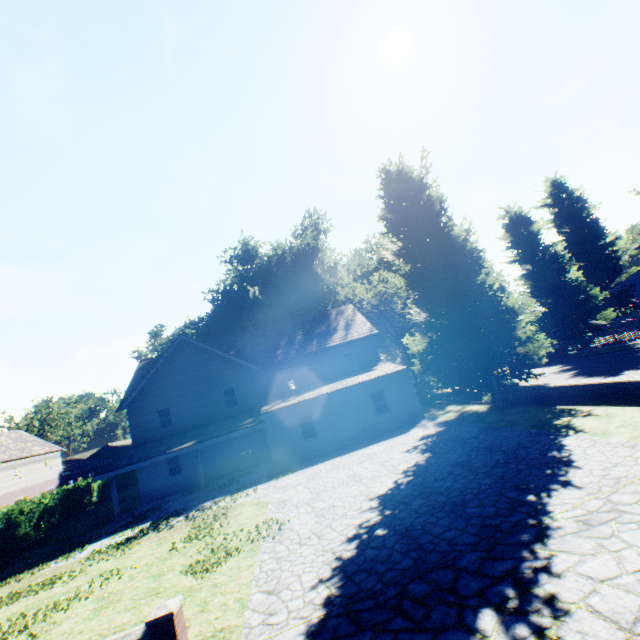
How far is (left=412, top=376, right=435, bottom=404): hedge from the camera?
26.3 meters

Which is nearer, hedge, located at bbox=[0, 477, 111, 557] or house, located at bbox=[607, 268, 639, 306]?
hedge, located at bbox=[0, 477, 111, 557]

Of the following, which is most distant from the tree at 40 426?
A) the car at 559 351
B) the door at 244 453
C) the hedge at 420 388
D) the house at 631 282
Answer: the car at 559 351

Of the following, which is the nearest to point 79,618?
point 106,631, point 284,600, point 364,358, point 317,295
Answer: point 106,631

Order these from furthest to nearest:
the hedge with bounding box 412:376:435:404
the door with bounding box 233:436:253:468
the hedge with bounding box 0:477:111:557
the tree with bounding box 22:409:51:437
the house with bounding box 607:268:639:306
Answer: the tree with bounding box 22:409:51:437 → the house with bounding box 607:268:639:306 → the hedge with bounding box 412:376:435:404 → the door with bounding box 233:436:253:468 → the hedge with bounding box 0:477:111:557

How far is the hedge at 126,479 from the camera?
34.8 meters

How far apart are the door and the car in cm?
2562

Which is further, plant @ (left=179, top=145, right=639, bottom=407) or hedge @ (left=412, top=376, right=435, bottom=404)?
hedge @ (left=412, top=376, right=435, bottom=404)
